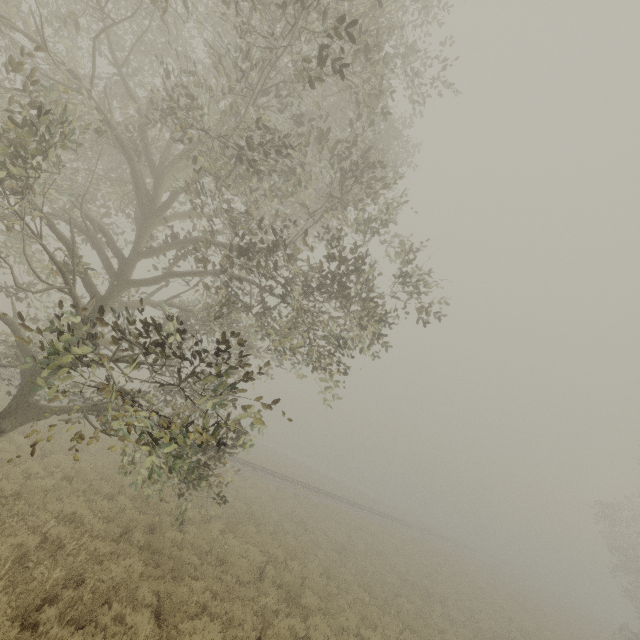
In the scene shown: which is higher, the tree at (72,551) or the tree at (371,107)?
the tree at (371,107)

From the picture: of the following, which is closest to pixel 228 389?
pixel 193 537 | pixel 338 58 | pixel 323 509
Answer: pixel 338 58

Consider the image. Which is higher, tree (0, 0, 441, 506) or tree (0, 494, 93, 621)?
tree (0, 0, 441, 506)
